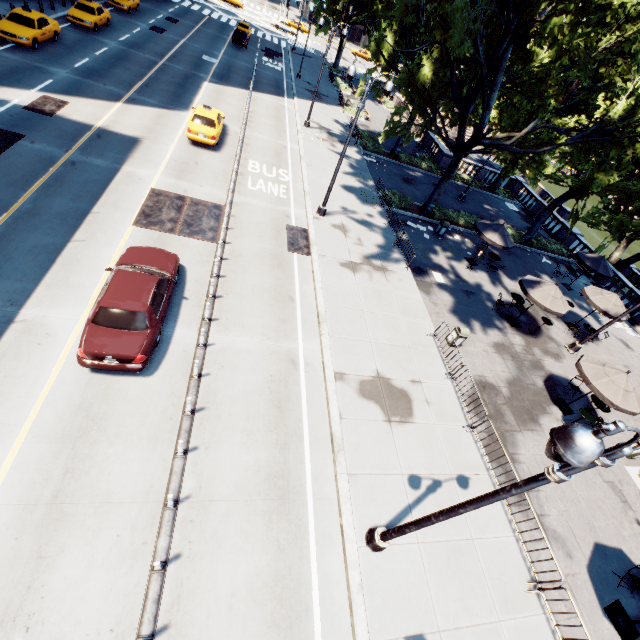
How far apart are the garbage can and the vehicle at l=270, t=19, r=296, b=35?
70.2 meters

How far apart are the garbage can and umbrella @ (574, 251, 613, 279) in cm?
1439

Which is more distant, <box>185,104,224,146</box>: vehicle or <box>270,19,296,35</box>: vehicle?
<box>270,19,296,35</box>: vehicle

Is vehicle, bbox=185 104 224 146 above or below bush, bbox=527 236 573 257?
above

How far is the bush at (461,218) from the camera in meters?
24.7 m

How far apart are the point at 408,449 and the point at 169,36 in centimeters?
4506cm

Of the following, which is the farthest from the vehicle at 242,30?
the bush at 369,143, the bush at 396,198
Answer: the bush at 396,198

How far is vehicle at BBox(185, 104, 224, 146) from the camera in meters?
19.4 m
